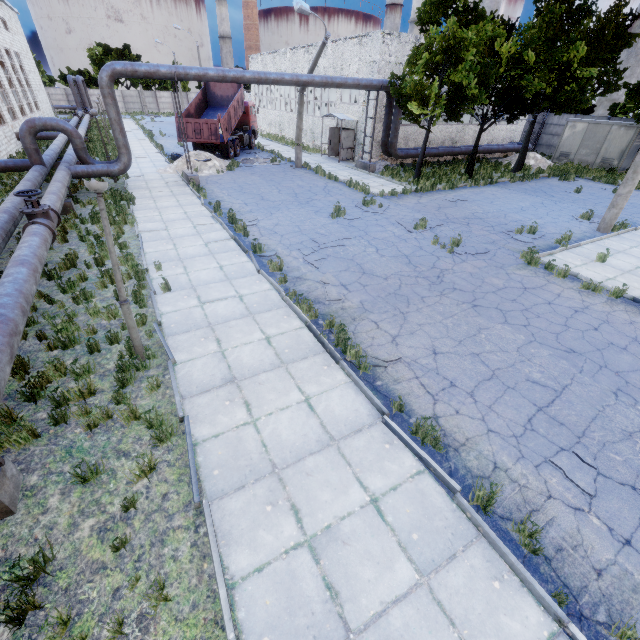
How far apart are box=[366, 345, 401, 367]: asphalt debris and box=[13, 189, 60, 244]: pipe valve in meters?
8.4 m

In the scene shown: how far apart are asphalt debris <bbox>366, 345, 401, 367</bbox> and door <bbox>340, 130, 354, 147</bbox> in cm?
2293

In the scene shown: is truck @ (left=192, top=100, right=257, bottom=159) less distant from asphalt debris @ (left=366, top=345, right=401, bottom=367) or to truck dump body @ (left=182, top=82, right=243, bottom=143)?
truck dump body @ (left=182, top=82, right=243, bottom=143)

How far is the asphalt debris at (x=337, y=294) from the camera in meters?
8.5

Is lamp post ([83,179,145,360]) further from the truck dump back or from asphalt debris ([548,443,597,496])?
the truck dump back

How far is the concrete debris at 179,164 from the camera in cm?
2043

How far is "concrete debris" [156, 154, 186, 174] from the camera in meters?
20.4

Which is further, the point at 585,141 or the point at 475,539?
the point at 585,141
